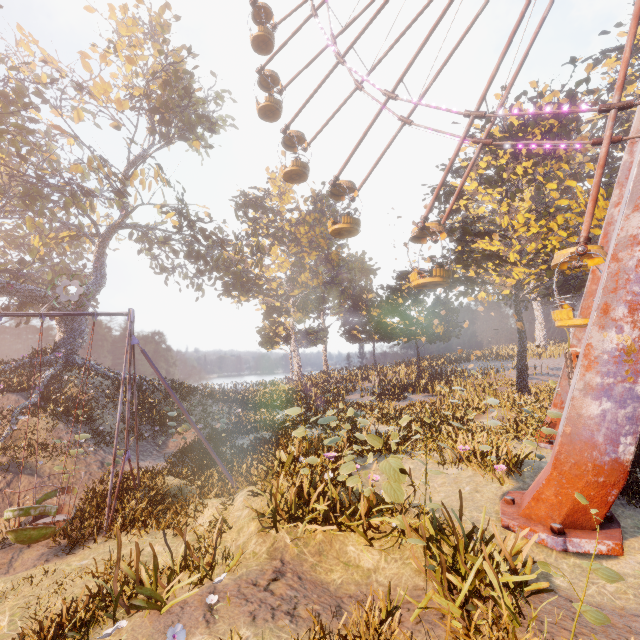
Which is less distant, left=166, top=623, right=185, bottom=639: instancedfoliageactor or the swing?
left=166, top=623, right=185, bottom=639: instancedfoliageactor

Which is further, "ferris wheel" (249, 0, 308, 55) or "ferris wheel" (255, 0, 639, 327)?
"ferris wheel" (249, 0, 308, 55)

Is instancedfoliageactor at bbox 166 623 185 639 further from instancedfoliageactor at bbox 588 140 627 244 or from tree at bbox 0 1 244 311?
tree at bbox 0 1 244 311

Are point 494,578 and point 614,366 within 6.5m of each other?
yes

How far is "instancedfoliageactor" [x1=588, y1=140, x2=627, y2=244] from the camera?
16.83m

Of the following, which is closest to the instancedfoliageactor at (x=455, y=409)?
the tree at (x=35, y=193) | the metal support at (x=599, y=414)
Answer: the metal support at (x=599, y=414)

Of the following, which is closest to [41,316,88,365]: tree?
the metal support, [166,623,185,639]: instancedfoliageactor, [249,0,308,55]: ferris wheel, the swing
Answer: [249,0,308,55]: ferris wheel

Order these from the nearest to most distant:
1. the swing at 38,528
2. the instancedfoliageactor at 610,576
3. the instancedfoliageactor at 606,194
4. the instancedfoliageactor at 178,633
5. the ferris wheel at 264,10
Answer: the instancedfoliageactor at 610,576
the instancedfoliageactor at 178,633
the swing at 38,528
the instancedfoliageactor at 606,194
the ferris wheel at 264,10
